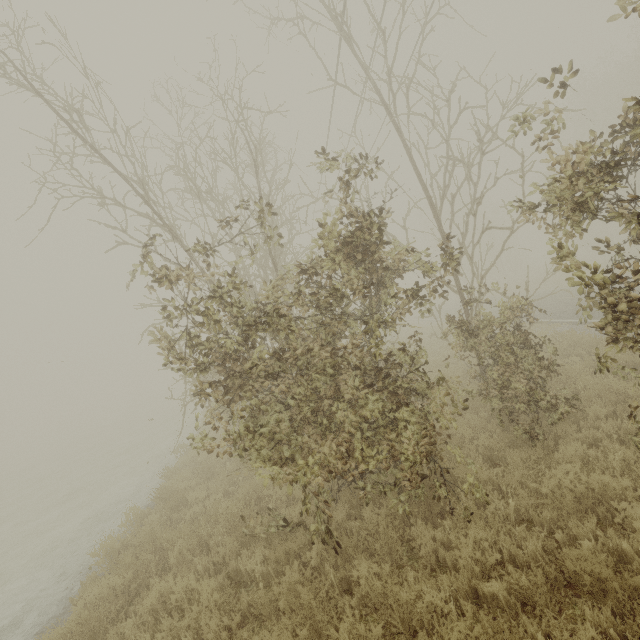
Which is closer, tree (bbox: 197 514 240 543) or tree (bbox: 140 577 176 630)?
tree (bbox: 140 577 176 630)

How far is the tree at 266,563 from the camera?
5.0m

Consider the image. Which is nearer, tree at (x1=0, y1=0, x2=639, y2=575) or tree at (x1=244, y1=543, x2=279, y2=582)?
tree at (x1=0, y1=0, x2=639, y2=575)

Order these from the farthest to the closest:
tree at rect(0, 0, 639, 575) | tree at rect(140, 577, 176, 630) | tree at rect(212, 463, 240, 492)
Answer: tree at rect(212, 463, 240, 492)
tree at rect(140, 577, 176, 630)
tree at rect(0, 0, 639, 575)

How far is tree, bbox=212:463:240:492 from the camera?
6.00m

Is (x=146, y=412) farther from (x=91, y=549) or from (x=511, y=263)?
(x=511, y=263)
